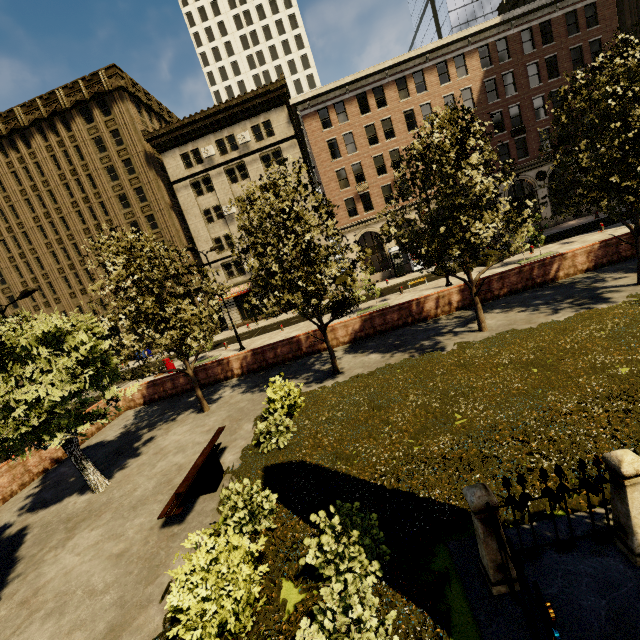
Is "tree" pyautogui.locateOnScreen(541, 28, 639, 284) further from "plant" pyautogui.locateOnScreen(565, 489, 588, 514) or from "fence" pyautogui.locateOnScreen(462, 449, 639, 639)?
"fence" pyautogui.locateOnScreen(462, 449, 639, 639)

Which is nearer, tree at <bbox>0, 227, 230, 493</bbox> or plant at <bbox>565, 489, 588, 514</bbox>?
plant at <bbox>565, 489, 588, 514</bbox>

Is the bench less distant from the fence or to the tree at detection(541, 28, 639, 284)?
the tree at detection(541, 28, 639, 284)

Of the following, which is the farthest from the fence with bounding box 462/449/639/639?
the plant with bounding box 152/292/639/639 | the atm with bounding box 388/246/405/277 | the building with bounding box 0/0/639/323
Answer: the atm with bounding box 388/246/405/277

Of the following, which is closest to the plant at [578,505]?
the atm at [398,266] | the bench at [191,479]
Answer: the bench at [191,479]

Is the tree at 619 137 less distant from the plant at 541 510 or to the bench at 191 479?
the plant at 541 510

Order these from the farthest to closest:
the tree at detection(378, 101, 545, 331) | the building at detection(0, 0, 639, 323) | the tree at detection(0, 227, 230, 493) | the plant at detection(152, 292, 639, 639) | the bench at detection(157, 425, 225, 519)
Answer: the building at detection(0, 0, 639, 323)
the tree at detection(378, 101, 545, 331)
the tree at detection(0, 227, 230, 493)
the bench at detection(157, 425, 225, 519)
the plant at detection(152, 292, 639, 639)

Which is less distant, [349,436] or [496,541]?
[496,541]
